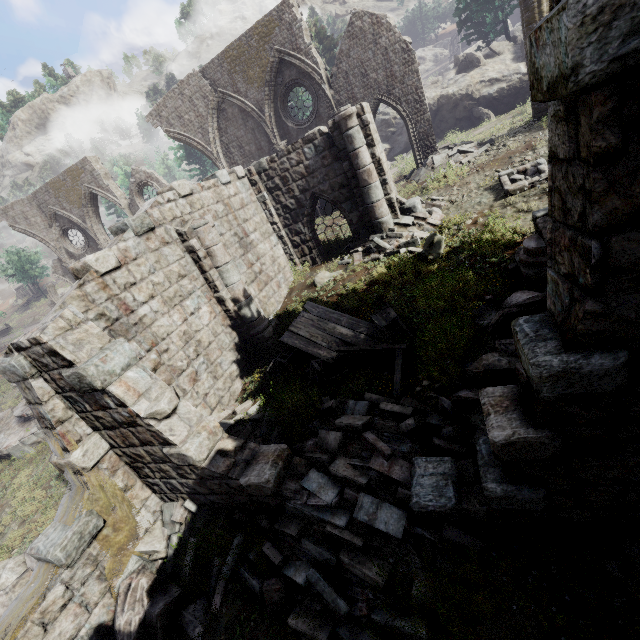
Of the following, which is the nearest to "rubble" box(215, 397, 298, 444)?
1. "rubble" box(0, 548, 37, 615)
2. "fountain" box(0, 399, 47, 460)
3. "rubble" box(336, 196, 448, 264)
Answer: "rubble" box(0, 548, 37, 615)

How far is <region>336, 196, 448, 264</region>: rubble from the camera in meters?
11.3

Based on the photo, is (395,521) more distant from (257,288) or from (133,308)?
(257,288)

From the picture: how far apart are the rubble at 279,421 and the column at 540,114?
15.67m

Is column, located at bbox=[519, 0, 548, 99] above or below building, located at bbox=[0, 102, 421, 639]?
above

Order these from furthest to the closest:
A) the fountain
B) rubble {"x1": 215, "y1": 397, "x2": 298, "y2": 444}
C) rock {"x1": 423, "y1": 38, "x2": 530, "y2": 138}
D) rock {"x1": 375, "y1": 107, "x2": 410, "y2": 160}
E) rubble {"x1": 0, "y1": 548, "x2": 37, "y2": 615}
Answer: rock {"x1": 375, "y1": 107, "x2": 410, "y2": 160} → rock {"x1": 423, "y1": 38, "x2": 530, "y2": 138} → the fountain → rubble {"x1": 215, "y1": 397, "x2": 298, "y2": 444} → rubble {"x1": 0, "y1": 548, "x2": 37, "y2": 615}

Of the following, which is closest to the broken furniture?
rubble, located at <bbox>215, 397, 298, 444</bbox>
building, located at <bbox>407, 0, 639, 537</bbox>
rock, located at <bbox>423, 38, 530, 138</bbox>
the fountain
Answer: rubble, located at <bbox>215, 397, 298, 444</bbox>

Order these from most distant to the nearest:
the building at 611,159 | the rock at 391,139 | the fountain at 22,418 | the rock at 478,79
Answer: the rock at 391,139 → the rock at 478,79 → the fountain at 22,418 → the building at 611,159
